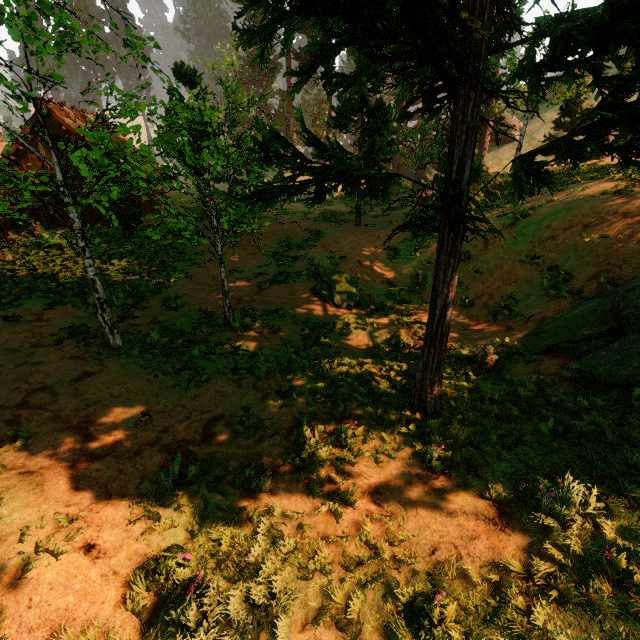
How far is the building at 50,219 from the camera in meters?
18.4

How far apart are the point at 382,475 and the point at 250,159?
14.83m

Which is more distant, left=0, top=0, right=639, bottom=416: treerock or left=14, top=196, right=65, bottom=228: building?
left=14, top=196, right=65, bottom=228: building

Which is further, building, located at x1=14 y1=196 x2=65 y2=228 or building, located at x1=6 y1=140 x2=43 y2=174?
building, located at x1=6 y1=140 x2=43 y2=174

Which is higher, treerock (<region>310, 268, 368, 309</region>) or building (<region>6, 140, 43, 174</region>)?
building (<region>6, 140, 43, 174</region>)

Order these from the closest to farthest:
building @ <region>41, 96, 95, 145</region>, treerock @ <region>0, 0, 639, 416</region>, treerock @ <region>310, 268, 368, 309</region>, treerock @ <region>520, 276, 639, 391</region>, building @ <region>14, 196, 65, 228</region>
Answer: treerock @ <region>0, 0, 639, 416</region>
treerock @ <region>520, 276, 639, 391</region>
treerock @ <region>310, 268, 368, 309</region>
building @ <region>14, 196, 65, 228</region>
building @ <region>41, 96, 95, 145</region>

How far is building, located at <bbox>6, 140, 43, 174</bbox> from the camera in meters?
21.2 m

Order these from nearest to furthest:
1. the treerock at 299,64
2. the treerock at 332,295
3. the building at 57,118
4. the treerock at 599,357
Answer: the treerock at 299,64 → the treerock at 599,357 → the treerock at 332,295 → the building at 57,118
